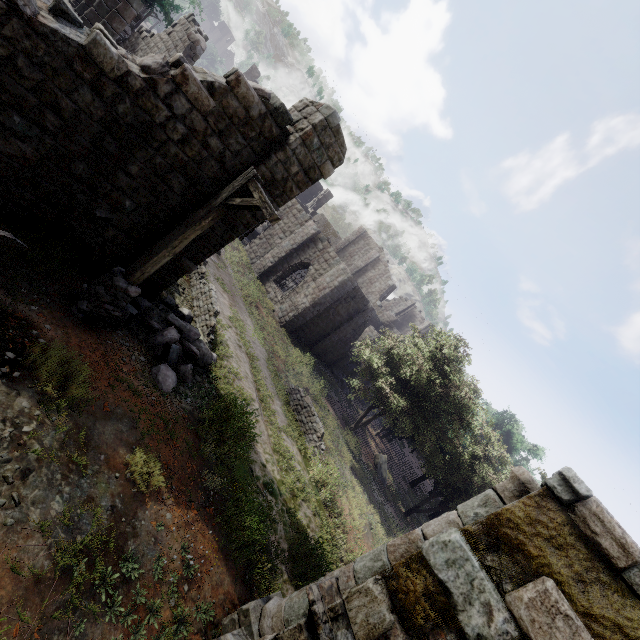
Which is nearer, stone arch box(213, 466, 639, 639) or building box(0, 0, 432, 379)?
stone arch box(213, 466, 639, 639)

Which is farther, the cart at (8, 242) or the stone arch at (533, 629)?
the cart at (8, 242)

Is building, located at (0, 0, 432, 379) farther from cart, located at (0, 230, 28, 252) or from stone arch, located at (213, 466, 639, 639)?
cart, located at (0, 230, 28, 252)

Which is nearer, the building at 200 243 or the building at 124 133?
the building at 124 133

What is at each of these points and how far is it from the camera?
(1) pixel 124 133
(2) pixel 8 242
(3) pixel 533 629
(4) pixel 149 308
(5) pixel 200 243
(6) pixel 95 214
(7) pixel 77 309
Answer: (1) building, 6.4m
(2) cart, 4.9m
(3) stone arch, 3.4m
(4) rubble, 9.0m
(5) building, 8.7m
(6) rubble, 7.1m
(7) wooden lamp post, 6.6m

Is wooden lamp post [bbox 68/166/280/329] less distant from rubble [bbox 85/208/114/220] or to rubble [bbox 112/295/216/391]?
rubble [bbox 112/295/216/391]

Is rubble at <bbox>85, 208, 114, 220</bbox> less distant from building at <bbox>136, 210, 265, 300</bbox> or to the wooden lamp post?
building at <bbox>136, 210, 265, 300</bbox>

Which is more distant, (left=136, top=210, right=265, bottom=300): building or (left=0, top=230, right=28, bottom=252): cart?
(left=136, top=210, right=265, bottom=300): building
